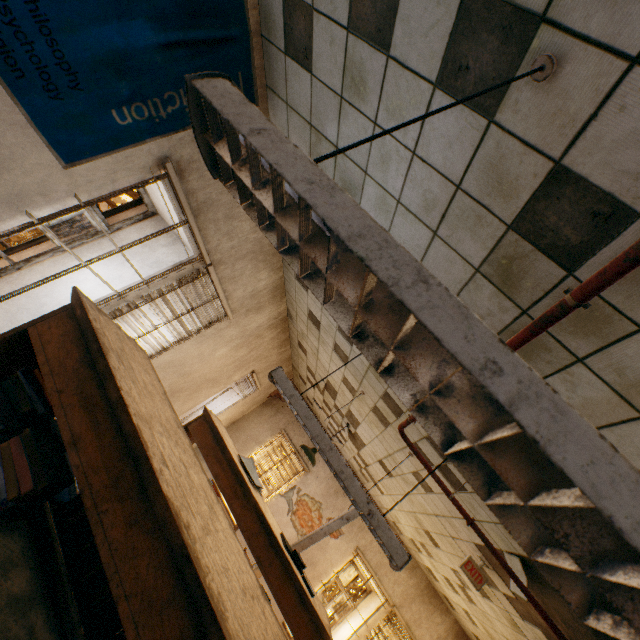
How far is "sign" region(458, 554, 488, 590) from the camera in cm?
388

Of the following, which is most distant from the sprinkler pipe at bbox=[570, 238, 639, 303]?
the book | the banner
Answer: the banner

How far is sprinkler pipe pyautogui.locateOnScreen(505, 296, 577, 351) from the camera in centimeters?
117cm

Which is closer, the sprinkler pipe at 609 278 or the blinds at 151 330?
the sprinkler pipe at 609 278

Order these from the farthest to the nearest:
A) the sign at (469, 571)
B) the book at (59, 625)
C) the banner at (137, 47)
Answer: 1. the sign at (469, 571)
2. the banner at (137, 47)
3. the book at (59, 625)

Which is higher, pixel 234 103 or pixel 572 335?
pixel 572 335

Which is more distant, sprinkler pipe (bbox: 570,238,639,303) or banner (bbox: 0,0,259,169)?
banner (bbox: 0,0,259,169)
